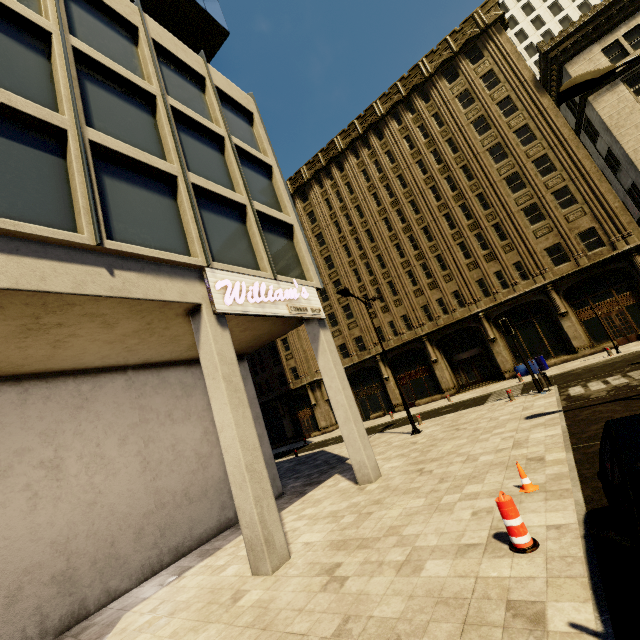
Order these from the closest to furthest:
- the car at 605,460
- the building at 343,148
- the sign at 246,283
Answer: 1. the car at 605,460
2. the building at 343,148
3. the sign at 246,283

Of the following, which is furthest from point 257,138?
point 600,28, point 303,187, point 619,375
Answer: point 600,28

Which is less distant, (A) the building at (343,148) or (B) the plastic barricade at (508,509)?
(B) the plastic barricade at (508,509)

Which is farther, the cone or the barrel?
the barrel

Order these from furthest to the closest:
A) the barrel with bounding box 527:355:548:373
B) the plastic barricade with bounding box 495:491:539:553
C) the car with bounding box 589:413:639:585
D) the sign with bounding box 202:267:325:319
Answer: the barrel with bounding box 527:355:548:373 < the sign with bounding box 202:267:325:319 < the plastic barricade with bounding box 495:491:539:553 < the car with bounding box 589:413:639:585

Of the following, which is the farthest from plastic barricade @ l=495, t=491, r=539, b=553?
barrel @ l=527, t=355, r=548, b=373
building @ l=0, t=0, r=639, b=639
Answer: barrel @ l=527, t=355, r=548, b=373

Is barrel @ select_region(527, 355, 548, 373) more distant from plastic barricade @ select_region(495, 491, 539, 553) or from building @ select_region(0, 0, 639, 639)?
plastic barricade @ select_region(495, 491, 539, 553)

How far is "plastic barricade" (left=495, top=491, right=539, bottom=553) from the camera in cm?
445
